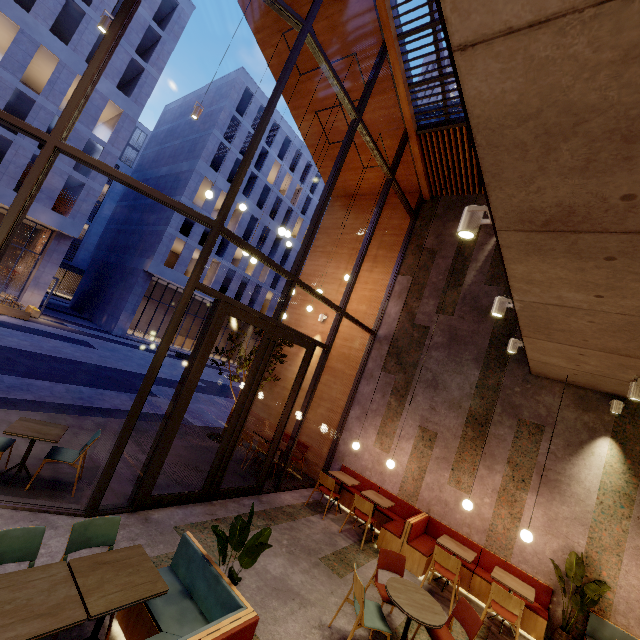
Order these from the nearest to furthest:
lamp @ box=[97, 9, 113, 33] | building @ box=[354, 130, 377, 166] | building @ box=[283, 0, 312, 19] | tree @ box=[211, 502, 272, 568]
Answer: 1. tree @ box=[211, 502, 272, 568]
2. lamp @ box=[97, 9, 113, 33]
3. building @ box=[283, 0, 312, 19]
4. building @ box=[354, 130, 377, 166]

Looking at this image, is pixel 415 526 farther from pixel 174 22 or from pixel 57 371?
pixel 174 22

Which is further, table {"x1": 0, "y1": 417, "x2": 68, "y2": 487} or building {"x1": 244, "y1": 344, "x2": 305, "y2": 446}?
building {"x1": 244, "y1": 344, "x2": 305, "y2": 446}

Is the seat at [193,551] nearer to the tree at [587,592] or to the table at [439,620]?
the table at [439,620]

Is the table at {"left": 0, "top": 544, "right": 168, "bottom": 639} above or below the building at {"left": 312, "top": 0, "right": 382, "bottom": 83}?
below

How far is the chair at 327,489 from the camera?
7.2 meters

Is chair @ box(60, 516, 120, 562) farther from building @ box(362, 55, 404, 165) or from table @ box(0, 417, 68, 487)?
table @ box(0, 417, 68, 487)

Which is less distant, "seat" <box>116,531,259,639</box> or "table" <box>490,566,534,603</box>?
"seat" <box>116,531,259,639</box>
